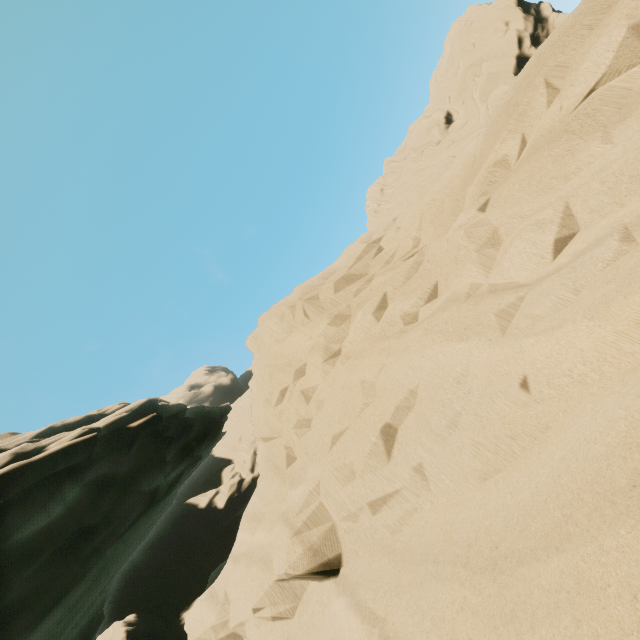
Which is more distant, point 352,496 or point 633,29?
point 352,496
